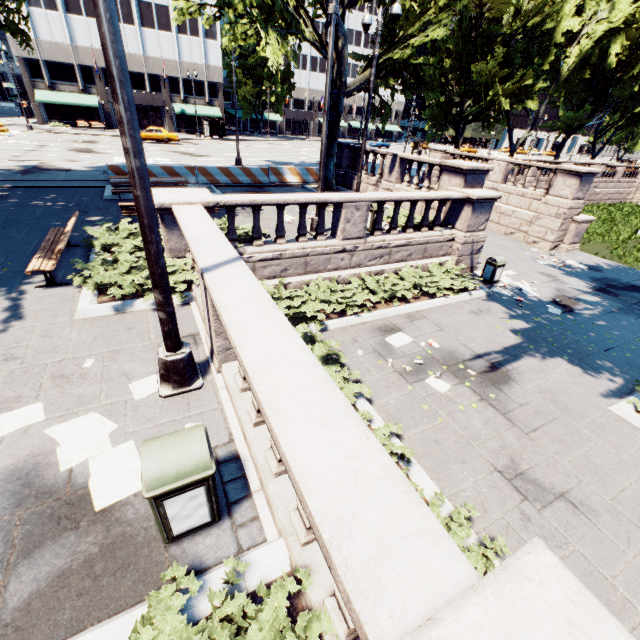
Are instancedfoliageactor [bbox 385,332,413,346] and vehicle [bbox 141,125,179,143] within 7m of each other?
no

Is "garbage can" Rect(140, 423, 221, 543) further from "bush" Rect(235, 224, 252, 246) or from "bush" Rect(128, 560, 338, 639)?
"bush" Rect(235, 224, 252, 246)

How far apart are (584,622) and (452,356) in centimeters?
738cm

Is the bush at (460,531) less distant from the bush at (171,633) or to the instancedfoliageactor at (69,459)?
the bush at (171,633)

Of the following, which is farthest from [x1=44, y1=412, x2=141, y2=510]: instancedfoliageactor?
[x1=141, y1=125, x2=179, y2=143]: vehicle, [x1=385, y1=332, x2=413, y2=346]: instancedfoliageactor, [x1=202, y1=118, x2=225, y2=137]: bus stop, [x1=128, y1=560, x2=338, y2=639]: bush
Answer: [x1=202, y1=118, x2=225, y2=137]: bus stop

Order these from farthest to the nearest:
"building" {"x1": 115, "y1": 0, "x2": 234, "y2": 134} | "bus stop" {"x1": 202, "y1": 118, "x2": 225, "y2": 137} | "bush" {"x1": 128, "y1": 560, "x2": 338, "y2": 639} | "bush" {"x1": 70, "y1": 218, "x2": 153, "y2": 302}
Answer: "bus stop" {"x1": 202, "y1": 118, "x2": 225, "y2": 137}
"building" {"x1": 115, "y1": 0, "x2": 234, "y2": 134}
"bush" {"x1": 70, "y1": 218, "x2": 153, "y2": 302}
"bush" {"x1": 128, "y1": 560, "x2": 338, "y2": 639}

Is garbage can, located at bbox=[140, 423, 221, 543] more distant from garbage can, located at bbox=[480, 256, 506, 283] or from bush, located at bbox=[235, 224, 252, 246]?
garbage can, located at bbox=[480, 256, 506, 283]

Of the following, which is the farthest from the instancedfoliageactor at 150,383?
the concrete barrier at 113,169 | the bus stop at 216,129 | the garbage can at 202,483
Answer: the bus stop at 216,129
